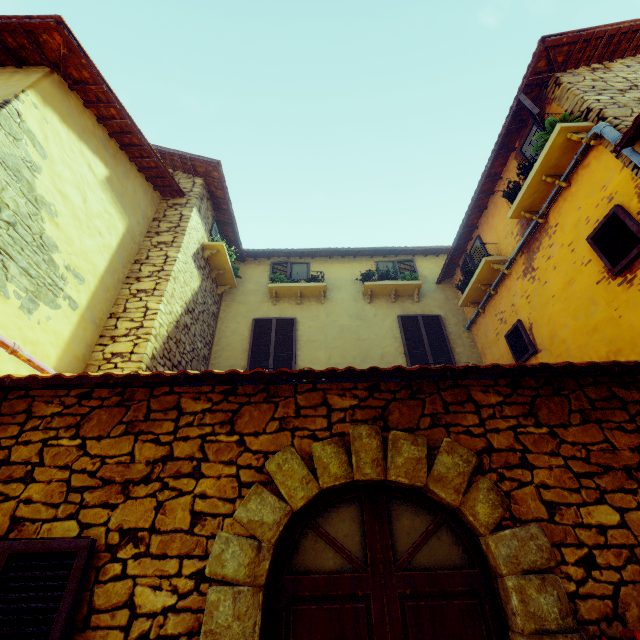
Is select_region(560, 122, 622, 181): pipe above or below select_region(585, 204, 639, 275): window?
above

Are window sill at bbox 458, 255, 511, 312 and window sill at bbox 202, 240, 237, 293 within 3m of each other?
no

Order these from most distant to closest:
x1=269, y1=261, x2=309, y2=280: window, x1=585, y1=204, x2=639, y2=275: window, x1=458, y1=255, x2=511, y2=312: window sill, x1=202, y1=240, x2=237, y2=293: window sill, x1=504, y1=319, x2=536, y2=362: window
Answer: x1=269, y1=261, x2=309, y2=280: window → x1=202, y1=240, x2=237, y2=293: window sill → x1=458, y1=255, x2=511, y2=312: window sill → x1=504, y1=319, x2=536, y2=362: window → x1=585, y1=204, x2=639, y2=275: window

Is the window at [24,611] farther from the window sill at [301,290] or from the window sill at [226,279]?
the window sill at [301,290]

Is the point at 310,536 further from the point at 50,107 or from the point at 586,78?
the point at 586,78

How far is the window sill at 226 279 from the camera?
7.4m

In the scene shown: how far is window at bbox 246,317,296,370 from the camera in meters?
7.4 m

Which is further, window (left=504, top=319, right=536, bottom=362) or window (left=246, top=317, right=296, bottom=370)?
window (left=246, top=317, right=296, bottom=370)
